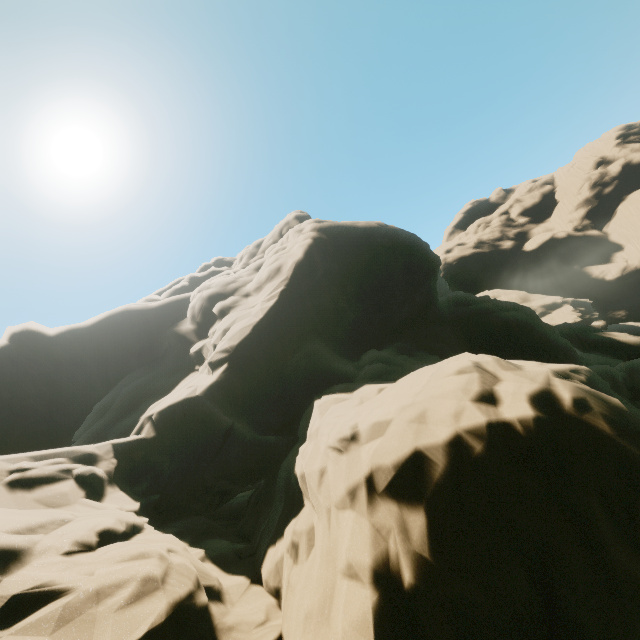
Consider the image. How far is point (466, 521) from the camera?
6.1m
